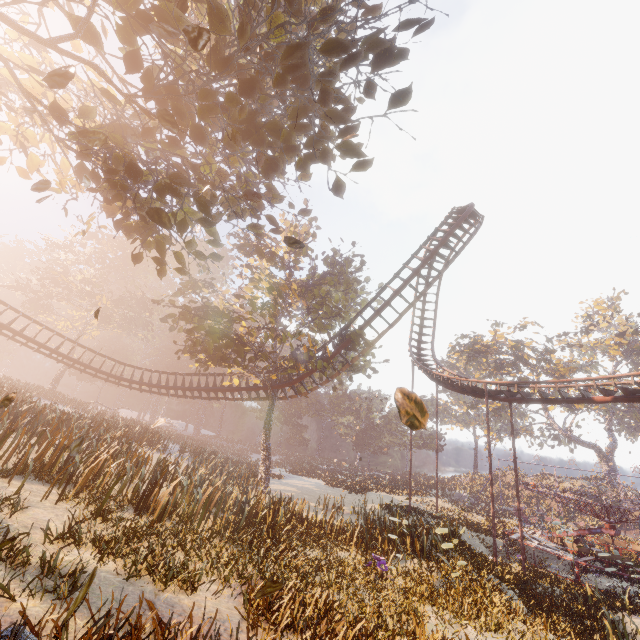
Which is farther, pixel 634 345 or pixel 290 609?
pixel 634 345

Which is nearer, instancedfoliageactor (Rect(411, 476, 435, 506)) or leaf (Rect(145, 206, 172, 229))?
leaf (Rect(145, 206, 172, 229))

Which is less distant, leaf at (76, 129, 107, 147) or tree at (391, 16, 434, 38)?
leaf at (76, 129, 107, 147)

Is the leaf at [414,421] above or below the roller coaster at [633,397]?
below

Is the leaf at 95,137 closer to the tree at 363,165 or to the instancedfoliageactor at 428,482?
the tree at 363,165

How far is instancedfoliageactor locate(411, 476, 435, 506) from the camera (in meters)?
34.81

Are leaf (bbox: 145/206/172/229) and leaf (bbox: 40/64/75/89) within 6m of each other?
yes

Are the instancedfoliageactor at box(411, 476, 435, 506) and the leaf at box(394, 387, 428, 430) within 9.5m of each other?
no
